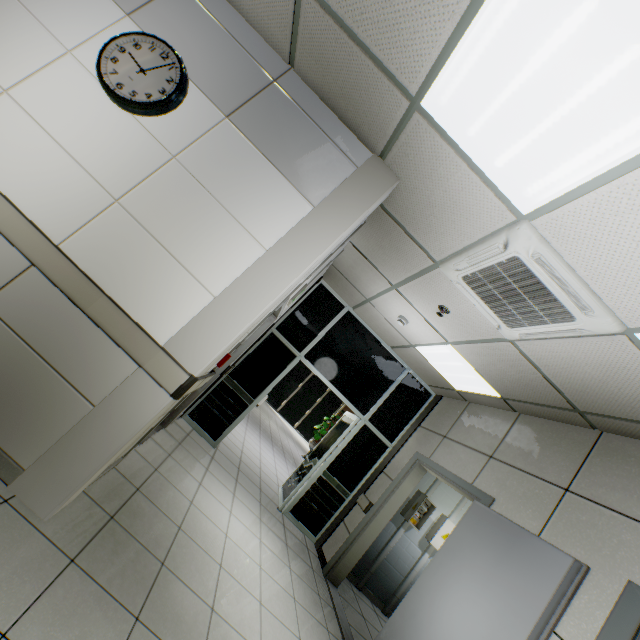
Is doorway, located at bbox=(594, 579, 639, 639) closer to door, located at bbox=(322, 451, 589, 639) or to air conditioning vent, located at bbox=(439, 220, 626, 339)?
door, located at bbox=(322, 451, 589, 639)

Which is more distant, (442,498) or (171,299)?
(442,498)

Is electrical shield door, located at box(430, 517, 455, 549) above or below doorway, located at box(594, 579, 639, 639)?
below

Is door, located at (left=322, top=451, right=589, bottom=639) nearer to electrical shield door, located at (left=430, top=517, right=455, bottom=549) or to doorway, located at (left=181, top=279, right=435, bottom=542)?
doorway, located at (left=181, top=279, right=435, bottom=542)

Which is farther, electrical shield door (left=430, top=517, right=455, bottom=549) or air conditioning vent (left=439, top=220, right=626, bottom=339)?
electrical shield door (left=430, top=517, right=455, bottom=549)

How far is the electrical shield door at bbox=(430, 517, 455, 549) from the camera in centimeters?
534cm

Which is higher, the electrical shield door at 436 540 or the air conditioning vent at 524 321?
the air conditioning vent at 524 321

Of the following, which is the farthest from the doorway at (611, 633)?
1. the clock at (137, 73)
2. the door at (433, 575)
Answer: the clock at (137, 73)
